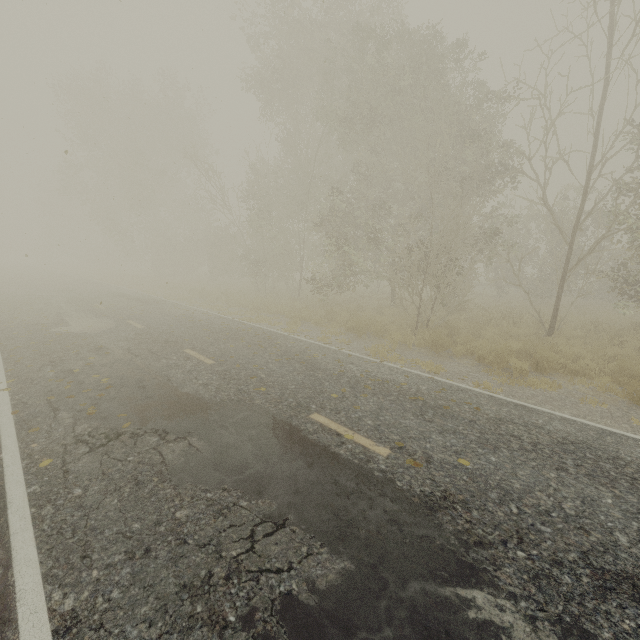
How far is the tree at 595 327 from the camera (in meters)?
11.92

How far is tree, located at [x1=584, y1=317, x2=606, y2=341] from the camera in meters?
11.9 m

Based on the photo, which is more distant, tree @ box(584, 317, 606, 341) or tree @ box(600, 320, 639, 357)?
tree @ box(584, 317, 606, 341)

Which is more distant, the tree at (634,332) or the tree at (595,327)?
the tree at (595,327)

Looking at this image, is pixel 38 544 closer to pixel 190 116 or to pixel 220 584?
pixel 220 584
